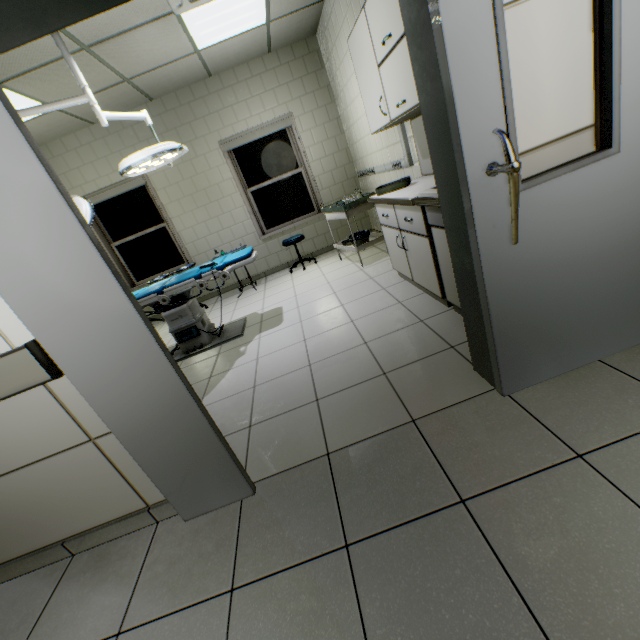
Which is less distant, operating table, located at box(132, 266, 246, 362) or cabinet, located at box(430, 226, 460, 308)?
cabinet, located at box(430, 226, 460, 308)

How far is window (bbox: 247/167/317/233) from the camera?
5.91m

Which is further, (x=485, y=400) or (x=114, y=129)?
(x=114, y=129)

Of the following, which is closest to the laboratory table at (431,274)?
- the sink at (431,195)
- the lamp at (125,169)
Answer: the sink at (431,195)

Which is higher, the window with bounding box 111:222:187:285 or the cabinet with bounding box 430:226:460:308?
the window with bounding box 111:222:187:285

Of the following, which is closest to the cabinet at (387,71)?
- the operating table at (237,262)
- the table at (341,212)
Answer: the table at (341,212)

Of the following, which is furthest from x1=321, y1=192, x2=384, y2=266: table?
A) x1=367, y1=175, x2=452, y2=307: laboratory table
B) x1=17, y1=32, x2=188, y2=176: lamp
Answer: x1=17, y1=32, x2=188, y2=176: lamp

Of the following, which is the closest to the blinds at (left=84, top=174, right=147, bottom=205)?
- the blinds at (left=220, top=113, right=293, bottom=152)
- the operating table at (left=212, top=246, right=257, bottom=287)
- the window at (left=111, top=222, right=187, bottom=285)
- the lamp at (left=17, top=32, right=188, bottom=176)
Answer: the window at (left=111, top=222, right=187, bottom=285)
